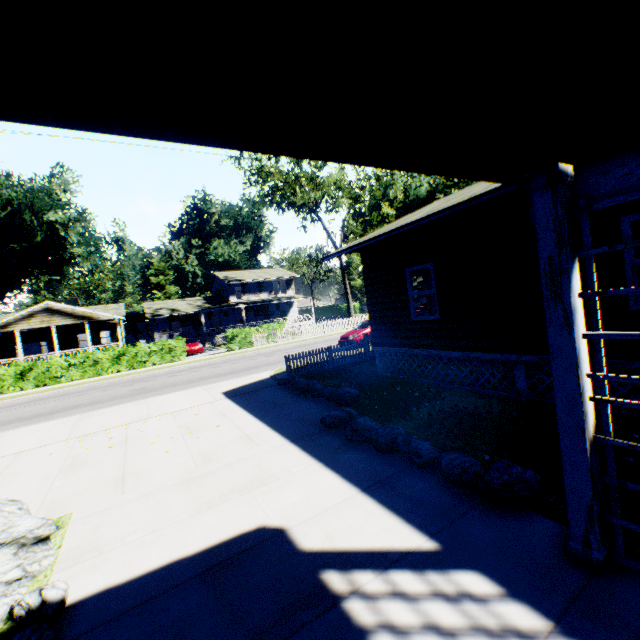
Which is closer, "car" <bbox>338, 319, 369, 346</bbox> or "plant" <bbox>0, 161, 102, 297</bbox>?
"car" <bbox>338, 319, 369, 346</bbox>

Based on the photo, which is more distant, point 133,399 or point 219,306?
point 219,306

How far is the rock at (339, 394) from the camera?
8.6m

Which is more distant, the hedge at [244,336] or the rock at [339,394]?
the hedge at [244,336]

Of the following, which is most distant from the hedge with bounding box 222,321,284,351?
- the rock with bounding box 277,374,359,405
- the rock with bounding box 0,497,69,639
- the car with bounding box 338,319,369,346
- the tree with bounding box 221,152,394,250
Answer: the rock with bounding box 0,497,69,639

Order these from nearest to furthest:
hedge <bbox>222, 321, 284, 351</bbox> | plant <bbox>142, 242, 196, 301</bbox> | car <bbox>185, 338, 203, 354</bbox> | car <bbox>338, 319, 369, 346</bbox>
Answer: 1. car <bbox>338, 319, 369, 346</bbox>
2. hedge <bbox>222, 321, 284, 351</bbox>
3. car <bbox>185, 338, 203, 354</bbox>
4. plant <bbox>142, 242, 196, 301</bbox>

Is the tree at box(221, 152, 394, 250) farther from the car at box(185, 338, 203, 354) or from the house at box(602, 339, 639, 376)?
the house at box(602, 339, 639, 376)

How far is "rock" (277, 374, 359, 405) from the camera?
8.63m
